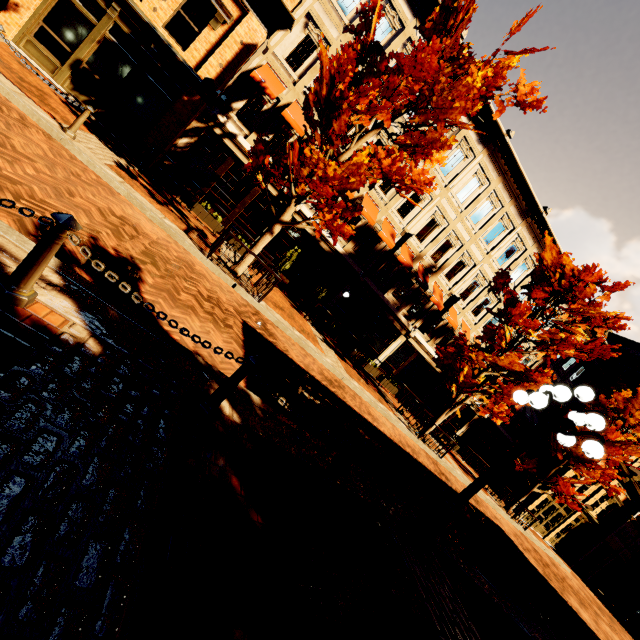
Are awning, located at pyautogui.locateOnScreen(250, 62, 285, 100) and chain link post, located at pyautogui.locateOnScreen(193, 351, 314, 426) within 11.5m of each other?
no

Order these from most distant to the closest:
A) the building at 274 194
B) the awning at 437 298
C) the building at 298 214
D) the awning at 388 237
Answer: the awning at 437 298 < the awning at 388 237 < the building at 298 214 < the building at 274 194

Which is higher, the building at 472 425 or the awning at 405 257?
the awning at 405 257

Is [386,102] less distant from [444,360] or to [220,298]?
[220,298]

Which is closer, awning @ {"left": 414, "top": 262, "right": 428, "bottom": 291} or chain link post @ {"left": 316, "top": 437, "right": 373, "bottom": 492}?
chain link post @ {"left": 316, "top": 437, "right": 373, "bottom": 492}

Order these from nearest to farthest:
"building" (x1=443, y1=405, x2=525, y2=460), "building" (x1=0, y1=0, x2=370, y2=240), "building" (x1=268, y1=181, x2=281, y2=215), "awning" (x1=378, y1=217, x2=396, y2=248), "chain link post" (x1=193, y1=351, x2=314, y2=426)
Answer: "chain link post" (x1=193, y1=351, x2=314, y2=426)
"building" (x1=0, y1=0, x2=370, y2=240)
"building" (x1=268, y1=181, x2=281, y2=215)
"awning" (x1=378, y1=217, x2=396, y2=248)
"building" (x1=443, y1=405, x2=525, y2=460)

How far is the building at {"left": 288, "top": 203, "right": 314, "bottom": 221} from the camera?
15.2m
